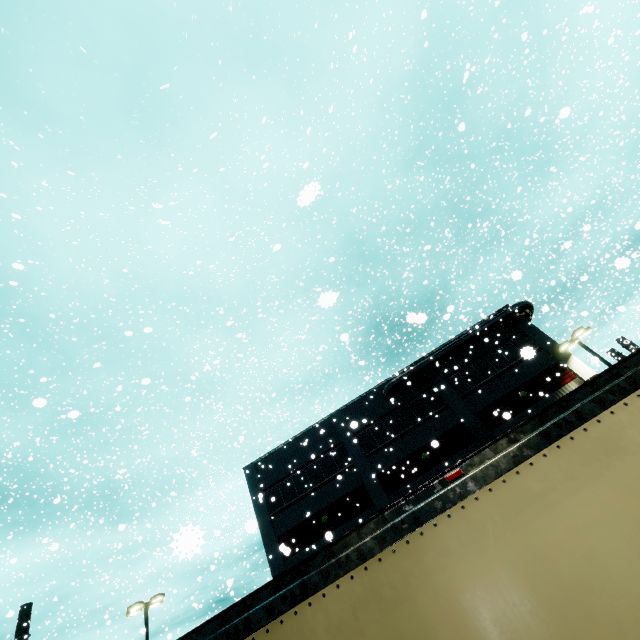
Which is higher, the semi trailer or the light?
the light

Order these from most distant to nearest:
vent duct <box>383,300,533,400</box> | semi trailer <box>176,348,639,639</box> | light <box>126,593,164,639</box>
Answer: vent duct <box>383,300,533,400</box> < light <box>126,593,164,639</box> < semi trailer <box>176,348,639,639</box>

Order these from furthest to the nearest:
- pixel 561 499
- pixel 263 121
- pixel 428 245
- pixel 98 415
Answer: pixel 98 415, pixel 428 245, pixel 263 121, pixel 561 499

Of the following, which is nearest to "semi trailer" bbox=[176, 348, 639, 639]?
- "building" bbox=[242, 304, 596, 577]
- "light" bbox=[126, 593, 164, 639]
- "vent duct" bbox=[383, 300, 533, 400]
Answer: "building" bbox=[242, 304, 596, 577]

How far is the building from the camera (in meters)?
21.12

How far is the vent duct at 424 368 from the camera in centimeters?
2403cm

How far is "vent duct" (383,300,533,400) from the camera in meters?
24.0 m

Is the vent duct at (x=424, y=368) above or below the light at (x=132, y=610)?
above
